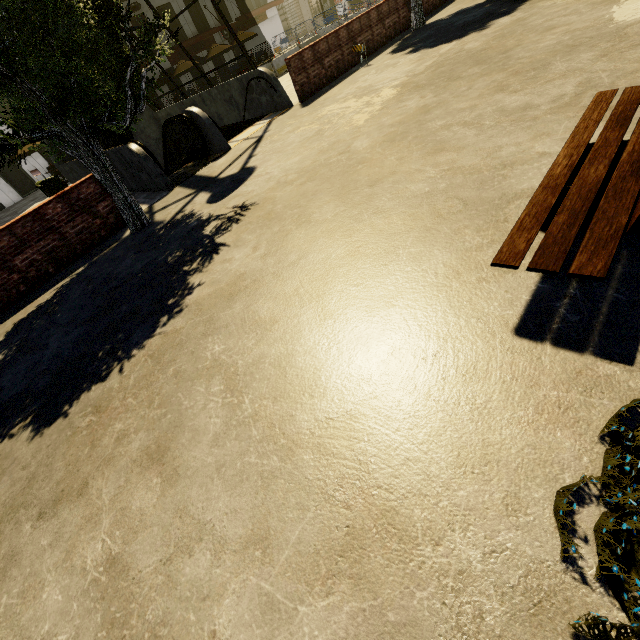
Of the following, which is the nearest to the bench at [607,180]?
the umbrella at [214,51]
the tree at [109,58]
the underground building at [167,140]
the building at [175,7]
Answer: the tree at [109,58]

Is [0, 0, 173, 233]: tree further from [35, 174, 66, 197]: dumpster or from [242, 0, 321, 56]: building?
[35, 174, 66, 197]: dumpster

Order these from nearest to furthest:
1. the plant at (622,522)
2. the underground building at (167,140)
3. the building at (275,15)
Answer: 1. the plant at (622,522)
2. the underground building at (167,140)
3. the building at (275,15)

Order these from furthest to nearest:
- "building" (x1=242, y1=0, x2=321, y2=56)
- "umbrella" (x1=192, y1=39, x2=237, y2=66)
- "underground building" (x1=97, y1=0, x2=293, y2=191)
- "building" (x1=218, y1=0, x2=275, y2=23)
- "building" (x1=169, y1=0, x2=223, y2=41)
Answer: "building" (x1=242, y1=0, x2=321, y2=56)
"building" (x1=218, y1=0, x2=275, y2=23)
"building" (x1=169, y1=0, x2=223, y2=41)
"umbrella" (x1=192, y1=39, x2=237, y2=66)
"underground building" (x1=97, y1=0, x2=293, y2=191)

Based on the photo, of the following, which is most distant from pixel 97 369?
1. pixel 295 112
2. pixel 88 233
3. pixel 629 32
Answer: pixel 295 112

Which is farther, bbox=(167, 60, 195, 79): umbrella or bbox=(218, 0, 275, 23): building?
bbox=(218, 0, 275, 23): building

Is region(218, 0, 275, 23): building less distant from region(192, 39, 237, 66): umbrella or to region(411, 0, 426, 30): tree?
region(192, 39, 237, 66): umbrella

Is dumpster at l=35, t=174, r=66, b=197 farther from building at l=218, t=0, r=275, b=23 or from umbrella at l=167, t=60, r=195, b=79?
building at l=218, t=0, r=275, b=23
